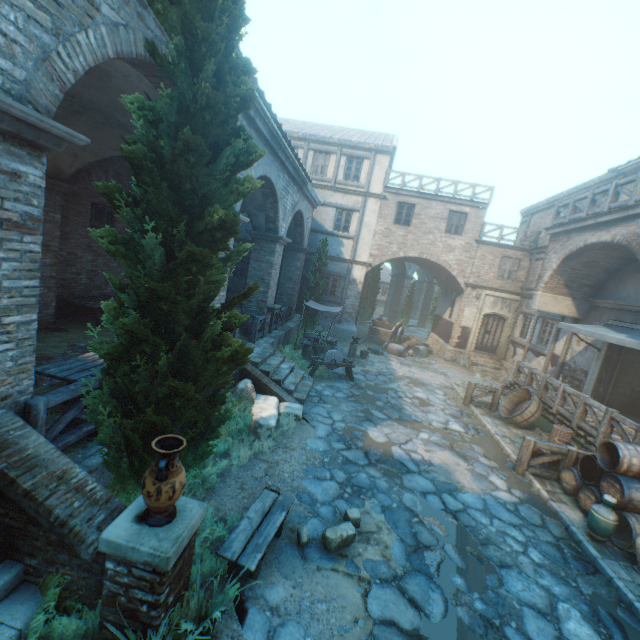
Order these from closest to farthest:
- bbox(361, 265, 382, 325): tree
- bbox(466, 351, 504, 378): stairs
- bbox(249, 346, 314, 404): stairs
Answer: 1. bbox(249, 346, 314, 404): stairs
2. bbox(466, 351, 504, 378): stairs
3. bbox(361, 265, 382, 325): tree

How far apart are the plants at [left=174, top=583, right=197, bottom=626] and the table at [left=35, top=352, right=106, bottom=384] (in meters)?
0.82

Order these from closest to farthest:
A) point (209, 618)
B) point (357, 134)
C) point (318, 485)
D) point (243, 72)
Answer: point (209, 618) < point (243, 72) < point (318, 485) < point (357, 134)

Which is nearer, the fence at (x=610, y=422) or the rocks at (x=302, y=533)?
the rocks at (x=302, y=533)

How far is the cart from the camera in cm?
2027

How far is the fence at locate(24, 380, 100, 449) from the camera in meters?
3.7

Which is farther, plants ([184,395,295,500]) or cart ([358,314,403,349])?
cart ([358,314,403,349])

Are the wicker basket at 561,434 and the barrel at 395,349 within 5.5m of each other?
no
